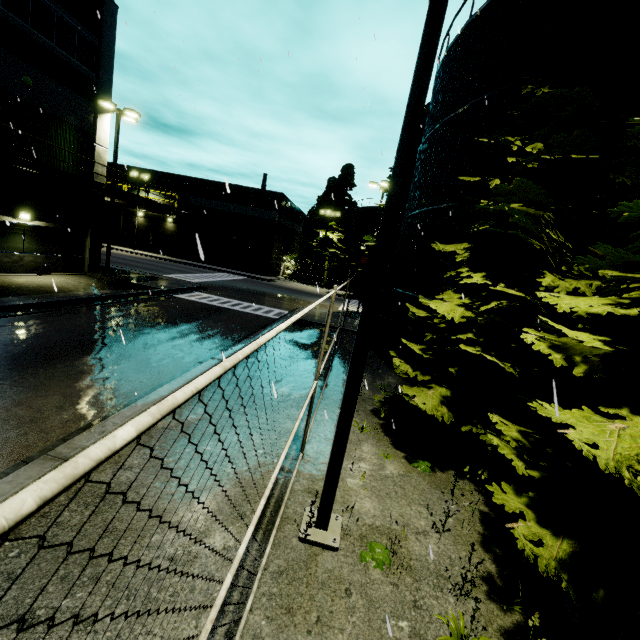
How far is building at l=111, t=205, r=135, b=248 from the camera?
44.41m

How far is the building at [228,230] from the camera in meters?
41.9

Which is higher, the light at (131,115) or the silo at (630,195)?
the light at (131,115)

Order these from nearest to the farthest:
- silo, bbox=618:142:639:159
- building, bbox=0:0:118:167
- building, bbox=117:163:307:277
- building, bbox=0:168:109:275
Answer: silo, bbox=618:142:639:159, building, bbox=0:0:118:167, building, bbox=0:168:109:275, building, bbox=117:163:307:277

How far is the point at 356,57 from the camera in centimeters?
990cm

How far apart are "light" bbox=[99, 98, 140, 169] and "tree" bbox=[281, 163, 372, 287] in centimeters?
2548cm

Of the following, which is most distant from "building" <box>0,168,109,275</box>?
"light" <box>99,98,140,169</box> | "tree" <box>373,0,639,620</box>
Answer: "tree" <box>373,0,639,620</box>
